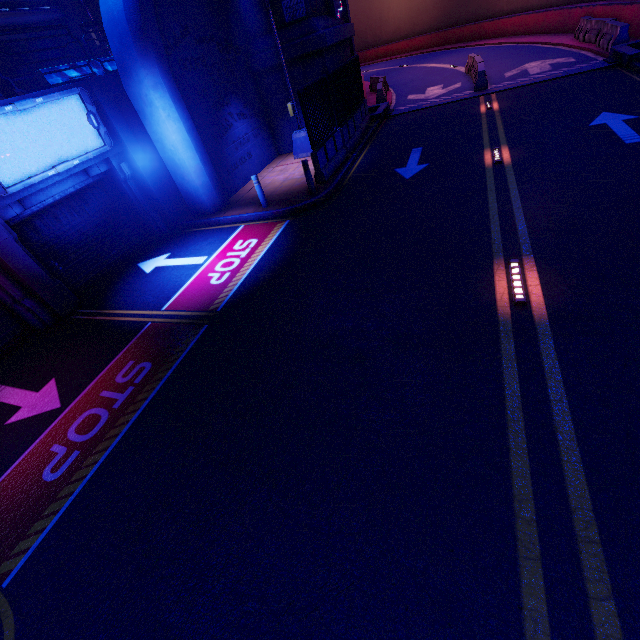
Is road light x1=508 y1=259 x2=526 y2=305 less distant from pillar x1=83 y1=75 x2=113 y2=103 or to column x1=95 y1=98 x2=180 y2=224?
column x1=95 y1=98 x2=180 y2=224

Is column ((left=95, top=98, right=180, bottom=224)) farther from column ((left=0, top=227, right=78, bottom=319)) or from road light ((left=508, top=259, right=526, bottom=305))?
road light ((left=508, top=259, right=526, bottom=305))

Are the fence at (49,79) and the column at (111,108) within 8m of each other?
yes

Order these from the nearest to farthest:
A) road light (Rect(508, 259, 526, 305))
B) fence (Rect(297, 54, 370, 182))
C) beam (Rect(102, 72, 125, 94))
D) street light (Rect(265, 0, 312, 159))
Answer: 1. road light (Rect(508, 259, 526, 305))
2. beam (Rect(102, 72, 125, 94))
3. fence (Rect(297, 54, 370, 182))
4. street light (Rect(265, 0, 312, 159))

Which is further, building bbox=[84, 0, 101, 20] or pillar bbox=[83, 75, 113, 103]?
building bbox=[84, 0, 101, 20]

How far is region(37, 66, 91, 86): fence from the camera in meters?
9.4 m

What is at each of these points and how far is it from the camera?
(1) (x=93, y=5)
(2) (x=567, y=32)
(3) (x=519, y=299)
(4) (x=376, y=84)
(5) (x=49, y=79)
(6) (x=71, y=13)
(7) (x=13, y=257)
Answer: (1) building, 13.16m
(2) tunnel, 20.73m
(3) road light, 5.11m
(4) fence, 22.75m
(5) fence, 9.40m
(6) building, 13.62m
(7) column, 8.02m

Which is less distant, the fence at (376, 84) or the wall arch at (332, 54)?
the wall arch at (332, 54)
